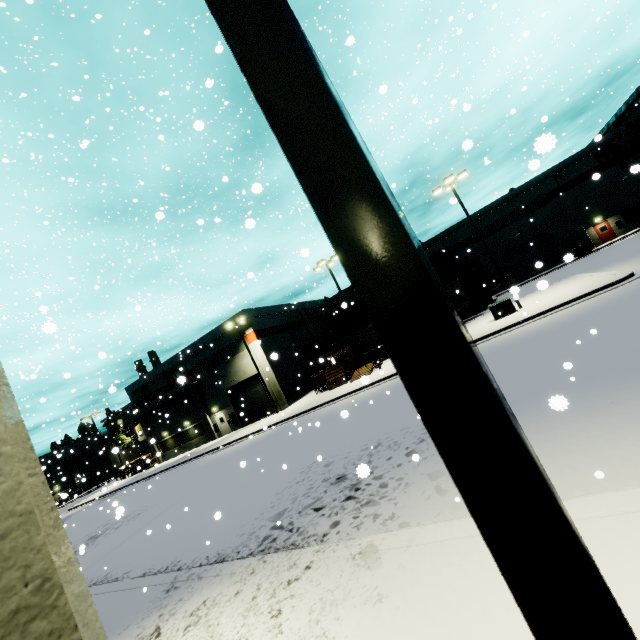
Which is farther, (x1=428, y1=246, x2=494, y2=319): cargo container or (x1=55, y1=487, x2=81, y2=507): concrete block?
(x1=428, y1=246, x2=494, y2=319): cargo container

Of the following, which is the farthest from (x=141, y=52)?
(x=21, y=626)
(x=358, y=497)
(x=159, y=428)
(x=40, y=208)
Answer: (x=159, y=428)

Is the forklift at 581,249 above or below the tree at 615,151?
below

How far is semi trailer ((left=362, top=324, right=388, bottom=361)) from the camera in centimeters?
3039cm

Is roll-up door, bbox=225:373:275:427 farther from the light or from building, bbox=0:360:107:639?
the light

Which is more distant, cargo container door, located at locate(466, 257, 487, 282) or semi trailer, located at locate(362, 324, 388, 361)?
cargo container door, located at locate(466, 257, 487, 282)

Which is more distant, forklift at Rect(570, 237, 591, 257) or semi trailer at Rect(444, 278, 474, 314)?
forklift at Rect(570, 237, 591, 257)

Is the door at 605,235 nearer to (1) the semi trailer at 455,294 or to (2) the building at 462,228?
(2) the building at 462,228
